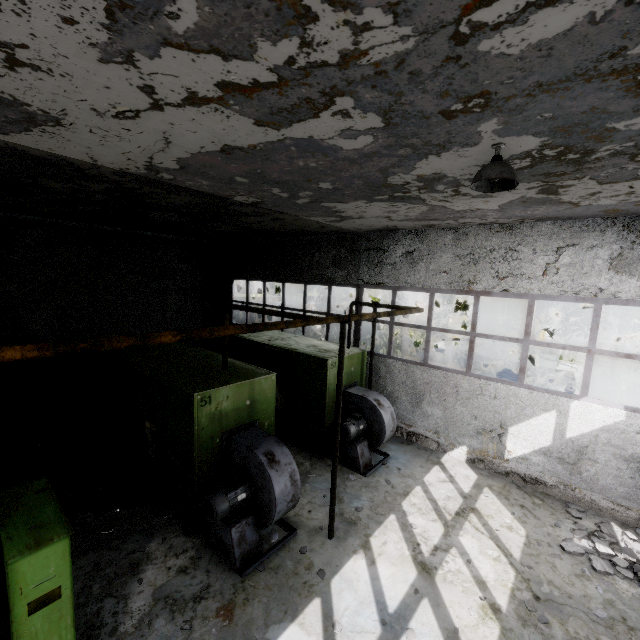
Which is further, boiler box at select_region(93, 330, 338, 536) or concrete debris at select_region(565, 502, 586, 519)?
concrete debris at select_region(565, 502, 586, 519)

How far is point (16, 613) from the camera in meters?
3.1 m

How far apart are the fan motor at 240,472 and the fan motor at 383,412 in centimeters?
243cm

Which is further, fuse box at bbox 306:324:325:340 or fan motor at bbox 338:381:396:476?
fuse box at bbox 306:324:325:340

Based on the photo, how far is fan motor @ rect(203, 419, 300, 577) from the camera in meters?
5.7 m

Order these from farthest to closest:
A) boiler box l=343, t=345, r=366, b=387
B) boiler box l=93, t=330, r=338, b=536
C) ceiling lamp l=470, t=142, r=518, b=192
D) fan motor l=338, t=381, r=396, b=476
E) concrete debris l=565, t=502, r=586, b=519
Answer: boiler box l=343, t=345, r=366, b=387
fan motor l=338, t=381, r=396, b=476
concrete debris l=565, t=502, r=586, b=519
boiler box l=93, t=330, r=338, b=536
ceiling lamp l=470, t=142, r=518, b=192

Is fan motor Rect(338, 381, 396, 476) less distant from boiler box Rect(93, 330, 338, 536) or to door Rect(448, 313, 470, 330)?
boiler box Rect(93, 330, 338, 536)

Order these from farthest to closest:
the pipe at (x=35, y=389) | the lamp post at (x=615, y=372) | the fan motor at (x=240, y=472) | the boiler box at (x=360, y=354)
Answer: the lamp post at (x=615, y=372) → the pipe at (x=35, y=389) → the boiler box at (x=360, y=354) → the fan motor at (x=240, y=472)
